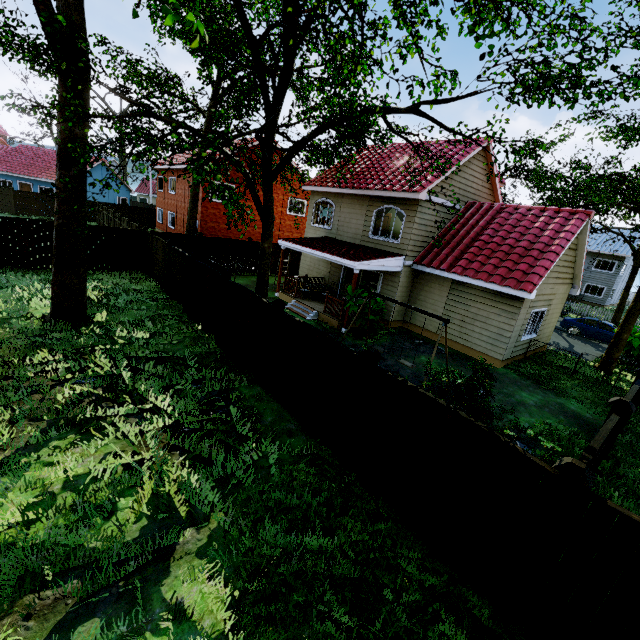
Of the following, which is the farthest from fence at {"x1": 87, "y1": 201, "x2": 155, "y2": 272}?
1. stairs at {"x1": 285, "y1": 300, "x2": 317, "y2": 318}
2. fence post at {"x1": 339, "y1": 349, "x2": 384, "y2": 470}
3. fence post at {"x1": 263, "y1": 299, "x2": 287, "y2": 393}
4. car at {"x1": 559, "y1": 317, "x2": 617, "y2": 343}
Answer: car at {"x1": 559, "y1": 317, "x2": 617, "y2": 343}

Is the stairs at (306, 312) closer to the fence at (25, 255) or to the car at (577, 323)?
the fence at (25, 255)

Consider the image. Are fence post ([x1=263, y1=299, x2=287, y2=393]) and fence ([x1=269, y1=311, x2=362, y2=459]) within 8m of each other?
yes

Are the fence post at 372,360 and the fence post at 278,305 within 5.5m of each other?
yes

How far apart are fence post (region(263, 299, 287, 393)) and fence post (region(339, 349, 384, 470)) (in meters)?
2.74

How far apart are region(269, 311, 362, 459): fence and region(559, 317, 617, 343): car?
23.2 meters

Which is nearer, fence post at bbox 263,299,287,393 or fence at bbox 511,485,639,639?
fence at bbox 511,485,639,639

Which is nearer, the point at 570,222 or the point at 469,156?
the point at 570,222
